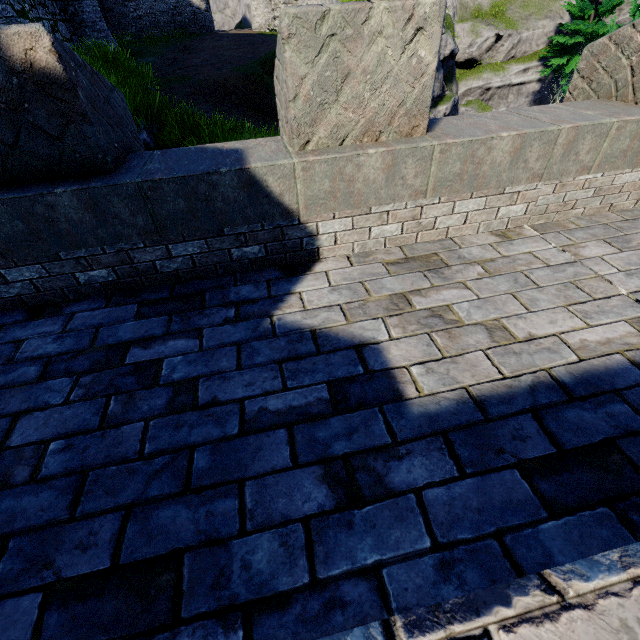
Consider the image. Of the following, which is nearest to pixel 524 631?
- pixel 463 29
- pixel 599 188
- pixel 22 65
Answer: pixel 22 65
